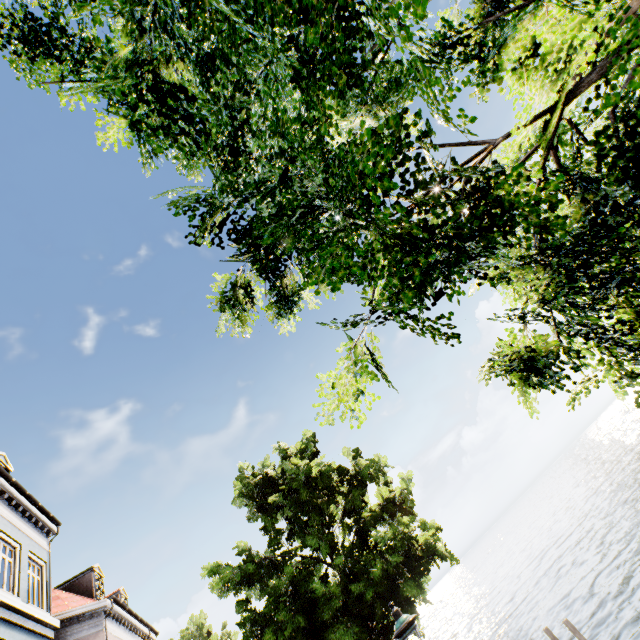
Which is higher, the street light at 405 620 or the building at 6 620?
the building at 6 620

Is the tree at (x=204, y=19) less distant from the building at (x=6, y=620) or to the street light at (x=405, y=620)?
the street light at (x=405, y=620)

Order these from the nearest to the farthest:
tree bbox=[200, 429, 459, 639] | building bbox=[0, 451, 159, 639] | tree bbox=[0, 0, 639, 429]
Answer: tree bbox=[0, 0, 639, 429] → tree bbox=[200, 429, 459, 639] → building bbox=[0, 451, 159, 639]

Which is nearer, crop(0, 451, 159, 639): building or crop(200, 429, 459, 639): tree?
A: crop(200, 429, 459, 639): tree

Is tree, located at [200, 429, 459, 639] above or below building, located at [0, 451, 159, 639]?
below

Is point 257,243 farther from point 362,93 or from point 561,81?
point 561,81

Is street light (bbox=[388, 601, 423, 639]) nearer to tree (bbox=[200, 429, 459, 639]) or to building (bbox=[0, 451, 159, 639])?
tree (bbox=[200, 429, 459, 639])
